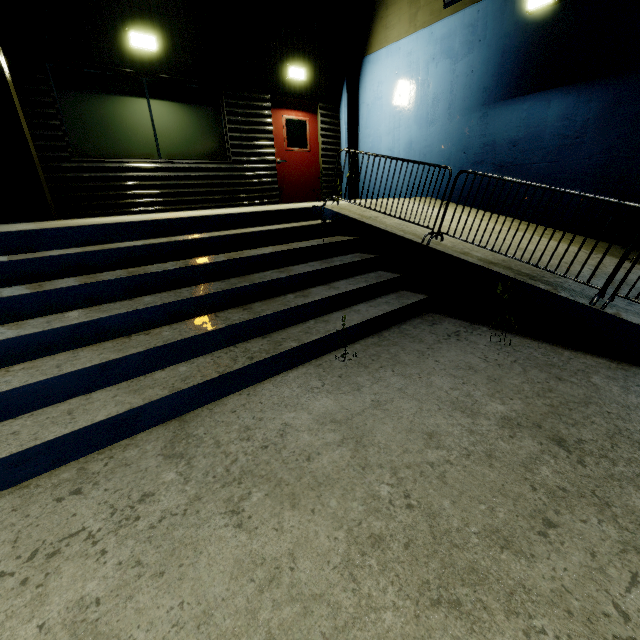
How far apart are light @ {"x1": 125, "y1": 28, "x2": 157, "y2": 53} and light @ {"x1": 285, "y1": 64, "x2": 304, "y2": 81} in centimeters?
290cm

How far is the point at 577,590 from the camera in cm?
144

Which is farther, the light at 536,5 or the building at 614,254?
the light at 536,5

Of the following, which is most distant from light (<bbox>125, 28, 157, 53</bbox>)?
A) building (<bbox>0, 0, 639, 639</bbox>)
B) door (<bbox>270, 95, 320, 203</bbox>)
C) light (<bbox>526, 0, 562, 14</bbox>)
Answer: light (<bbox>526, 0, 562, 14</bbox>)

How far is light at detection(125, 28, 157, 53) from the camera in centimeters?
571cm

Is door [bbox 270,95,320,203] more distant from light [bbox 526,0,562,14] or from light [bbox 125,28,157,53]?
light [bbox 526,0,562,14]

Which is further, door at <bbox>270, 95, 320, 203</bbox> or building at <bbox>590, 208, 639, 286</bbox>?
door at <bbox>270, 95, 320, 203</bbox>
